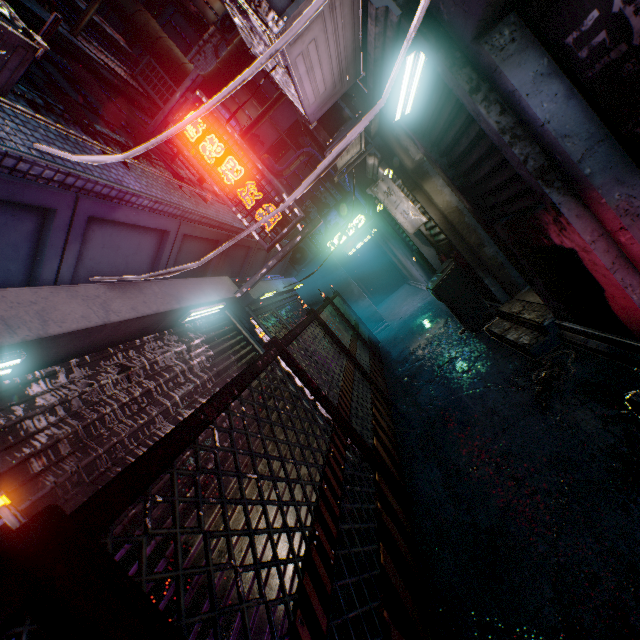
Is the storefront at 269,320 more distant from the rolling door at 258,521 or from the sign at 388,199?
the sign at 388,199

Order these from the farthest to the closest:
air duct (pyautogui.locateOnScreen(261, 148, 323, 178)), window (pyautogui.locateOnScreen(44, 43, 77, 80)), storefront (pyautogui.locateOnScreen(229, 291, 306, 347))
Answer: air duct (pyautogui.locateOnScreen(261, 148, 323, 178)) < storefront (pyautogui.locateOnScreen(229, 291, 306, 347)) < window (pyautogui.locateOnScreen(44, 43, 77, 80))

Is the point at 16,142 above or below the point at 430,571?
above

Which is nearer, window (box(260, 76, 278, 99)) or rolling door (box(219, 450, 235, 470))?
rolling door (box(219, 450, 235, 470))

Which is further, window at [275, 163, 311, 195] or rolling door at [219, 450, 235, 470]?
window at [275, 163, 311, 195]

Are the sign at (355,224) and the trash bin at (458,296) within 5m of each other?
yes

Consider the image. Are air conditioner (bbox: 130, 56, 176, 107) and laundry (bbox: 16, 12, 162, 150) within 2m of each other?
no

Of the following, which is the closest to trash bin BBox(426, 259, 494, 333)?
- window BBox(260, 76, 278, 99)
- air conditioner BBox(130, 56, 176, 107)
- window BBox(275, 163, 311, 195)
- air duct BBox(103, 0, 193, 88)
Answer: air duct BBox(103, 0, 193, 88)
